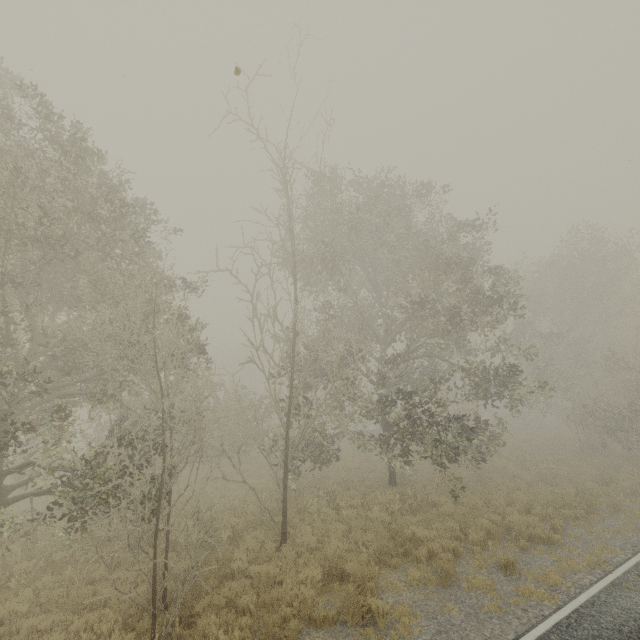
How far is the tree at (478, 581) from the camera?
7.5m

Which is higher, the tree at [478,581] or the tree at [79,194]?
the tree at [79,194]

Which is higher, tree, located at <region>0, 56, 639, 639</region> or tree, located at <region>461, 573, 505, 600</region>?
tree, located at <region>0, 56, 639, 639</region>

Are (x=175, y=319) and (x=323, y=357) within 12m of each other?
yes

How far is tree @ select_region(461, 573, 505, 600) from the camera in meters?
7.5
